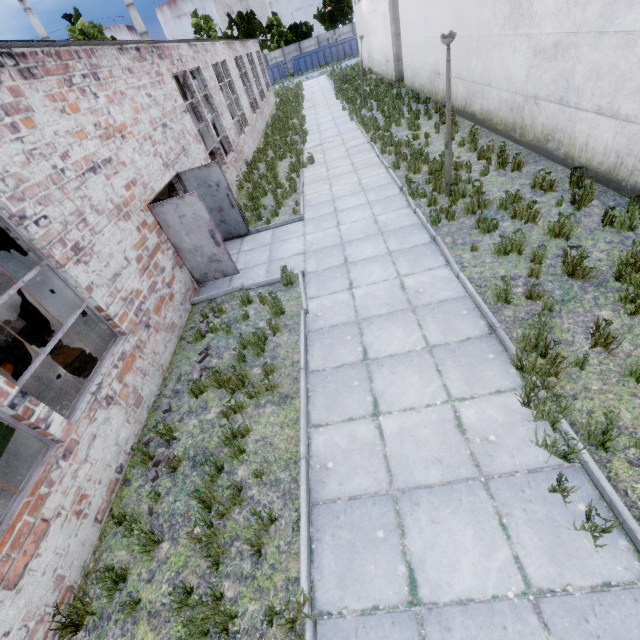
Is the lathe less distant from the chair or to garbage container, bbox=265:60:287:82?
the chair

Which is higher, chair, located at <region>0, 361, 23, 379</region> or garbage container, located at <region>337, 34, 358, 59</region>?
garbage container, located at <region>337, 34, 358, 59</region>

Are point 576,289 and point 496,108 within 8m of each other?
no

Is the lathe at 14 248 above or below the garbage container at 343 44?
below

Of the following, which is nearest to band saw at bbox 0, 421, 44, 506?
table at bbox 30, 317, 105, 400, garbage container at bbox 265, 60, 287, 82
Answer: table at bbox 30, 317, 105, 400

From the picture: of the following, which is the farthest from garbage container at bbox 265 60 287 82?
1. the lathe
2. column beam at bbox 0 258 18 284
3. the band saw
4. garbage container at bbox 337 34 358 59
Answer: the band saw

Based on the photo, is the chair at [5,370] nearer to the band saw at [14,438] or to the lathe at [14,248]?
the band saw at [14,438]

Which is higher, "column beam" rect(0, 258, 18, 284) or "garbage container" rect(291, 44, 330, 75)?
"garbage container" rect(291, 44, 330, 75)
